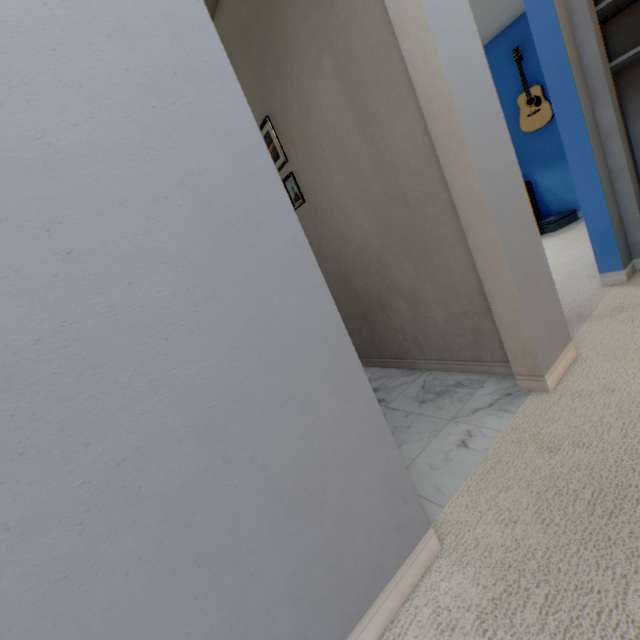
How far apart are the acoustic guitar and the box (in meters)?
1.13

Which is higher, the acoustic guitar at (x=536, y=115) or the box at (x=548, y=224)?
the acoustic guitar at (x=536, y=115)

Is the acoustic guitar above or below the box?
above

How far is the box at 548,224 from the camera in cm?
401

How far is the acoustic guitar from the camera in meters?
3.9 m

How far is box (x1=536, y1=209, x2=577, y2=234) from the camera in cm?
401

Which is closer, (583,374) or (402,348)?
(583,374)
